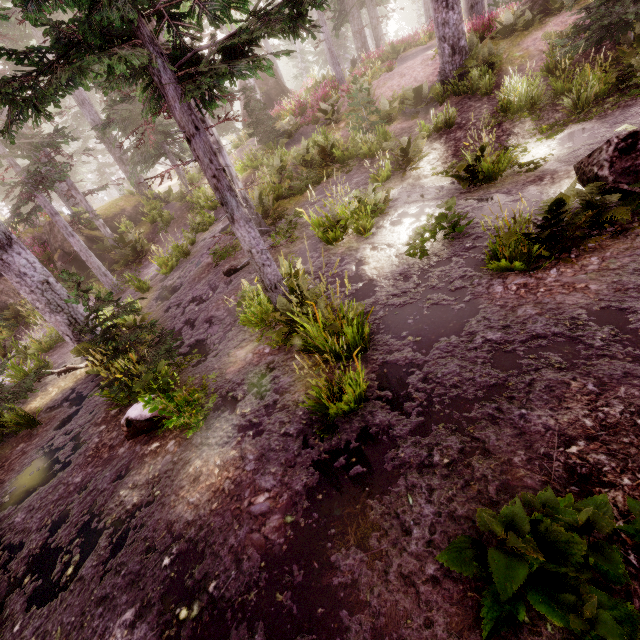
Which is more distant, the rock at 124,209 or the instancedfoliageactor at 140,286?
the rock at 124,209

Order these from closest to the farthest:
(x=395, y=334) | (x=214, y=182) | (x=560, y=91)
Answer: (x=395, y=334)
(x=214, y=182)
(x=560, y=91)

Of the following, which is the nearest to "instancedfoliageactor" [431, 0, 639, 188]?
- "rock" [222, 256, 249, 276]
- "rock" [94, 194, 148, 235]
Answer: "rock" [94, 194, 148, 235]

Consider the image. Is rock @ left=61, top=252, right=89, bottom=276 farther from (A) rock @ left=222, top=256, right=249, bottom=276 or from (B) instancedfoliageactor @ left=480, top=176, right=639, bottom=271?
(A) rock @ left=222, top=256, right=249, bottom=276

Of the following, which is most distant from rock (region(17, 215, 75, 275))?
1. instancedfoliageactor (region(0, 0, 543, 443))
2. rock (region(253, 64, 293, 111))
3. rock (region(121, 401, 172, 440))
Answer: rock (region(253, 64, 293, 111))

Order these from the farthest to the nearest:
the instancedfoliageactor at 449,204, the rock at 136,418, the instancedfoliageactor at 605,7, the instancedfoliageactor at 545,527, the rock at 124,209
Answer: the rock at 124,209, the instancedfoliageactor at 605,7, the instancedfoliageactor at 449,204, the rock at 136,418, the instancedfoliageactor at 545,527

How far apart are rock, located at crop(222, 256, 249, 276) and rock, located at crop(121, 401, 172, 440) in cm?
Result: 520

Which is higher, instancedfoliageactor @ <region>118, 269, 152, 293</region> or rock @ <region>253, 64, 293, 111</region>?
rock @ <region>253, 64, 293, 111</region>
